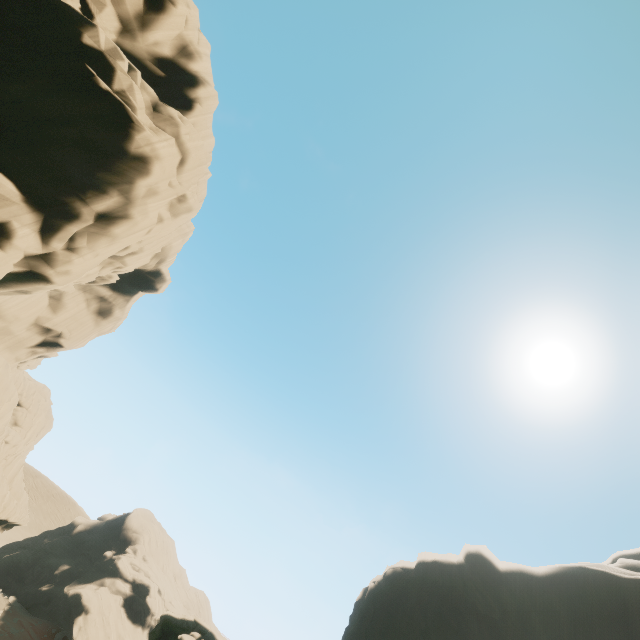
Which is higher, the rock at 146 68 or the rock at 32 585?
the rock at 146 68

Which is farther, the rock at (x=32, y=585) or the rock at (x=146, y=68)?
the rock at (x=32, y=585)

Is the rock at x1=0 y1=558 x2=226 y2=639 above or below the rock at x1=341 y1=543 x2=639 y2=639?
below

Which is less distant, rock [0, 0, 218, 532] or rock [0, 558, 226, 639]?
rock [0, 0, 218, 532]

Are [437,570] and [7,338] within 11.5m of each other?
no
